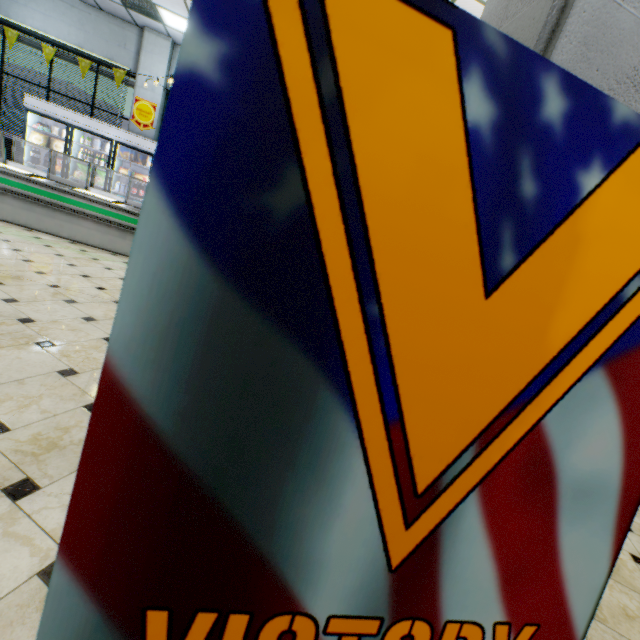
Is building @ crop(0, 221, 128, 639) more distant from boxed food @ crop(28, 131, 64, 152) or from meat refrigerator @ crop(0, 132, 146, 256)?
boxed food @ crop(28, 131, 64, 152)

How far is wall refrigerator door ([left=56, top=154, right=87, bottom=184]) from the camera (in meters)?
8.32

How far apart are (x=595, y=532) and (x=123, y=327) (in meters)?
0.78

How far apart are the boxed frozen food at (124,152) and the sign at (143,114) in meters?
1.0 m

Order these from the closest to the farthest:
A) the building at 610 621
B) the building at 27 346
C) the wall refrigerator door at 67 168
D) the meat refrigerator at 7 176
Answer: the building at 27 346 → the building at 610 621 → the meat refrigerator at 7 176 → the wall refrigerator door at 67 168

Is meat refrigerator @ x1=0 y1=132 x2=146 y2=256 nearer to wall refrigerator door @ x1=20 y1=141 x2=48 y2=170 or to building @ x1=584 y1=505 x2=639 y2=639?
building @ x1=584 y1=505 x2=639 y2=639

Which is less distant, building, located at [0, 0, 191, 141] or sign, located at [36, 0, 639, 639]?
sign, located at [36, 0, 639, 639]

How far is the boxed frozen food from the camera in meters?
8.5 m
